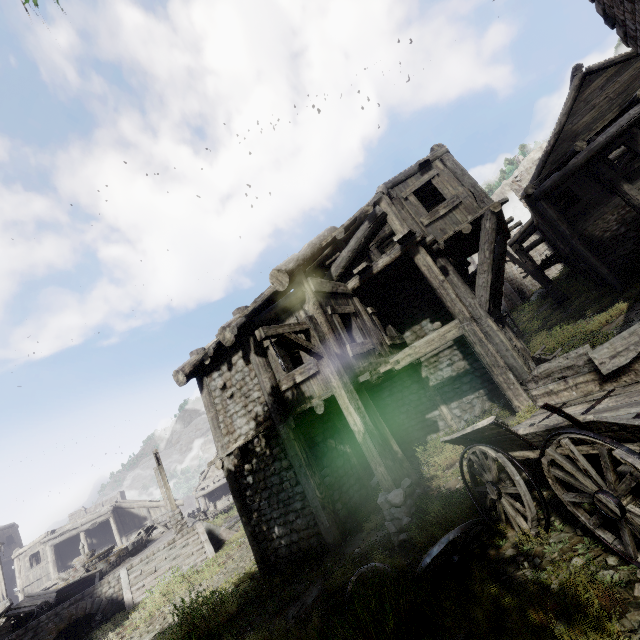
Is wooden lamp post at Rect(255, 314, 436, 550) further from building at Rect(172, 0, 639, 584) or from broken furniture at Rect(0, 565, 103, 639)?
broken furniture at Rect(0, 565, 103, 639)

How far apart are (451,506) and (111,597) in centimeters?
1842cm

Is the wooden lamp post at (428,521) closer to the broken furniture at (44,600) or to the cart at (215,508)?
the broken furniture at (44,600)

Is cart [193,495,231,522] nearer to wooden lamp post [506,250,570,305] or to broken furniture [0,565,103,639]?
broken furniture [0,565,103,639]

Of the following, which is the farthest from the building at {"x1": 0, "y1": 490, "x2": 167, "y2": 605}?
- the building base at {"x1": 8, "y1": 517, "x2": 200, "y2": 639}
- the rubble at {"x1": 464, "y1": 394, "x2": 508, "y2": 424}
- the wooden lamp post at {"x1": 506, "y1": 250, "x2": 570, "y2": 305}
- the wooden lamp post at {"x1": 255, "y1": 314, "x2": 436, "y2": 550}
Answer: the building base at {"x1": 8, "y1": 517, "x2": 200, "y2": 639}

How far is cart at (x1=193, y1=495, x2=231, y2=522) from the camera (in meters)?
28.33

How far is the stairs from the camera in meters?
14.1

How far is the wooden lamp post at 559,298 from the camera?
19.9m
